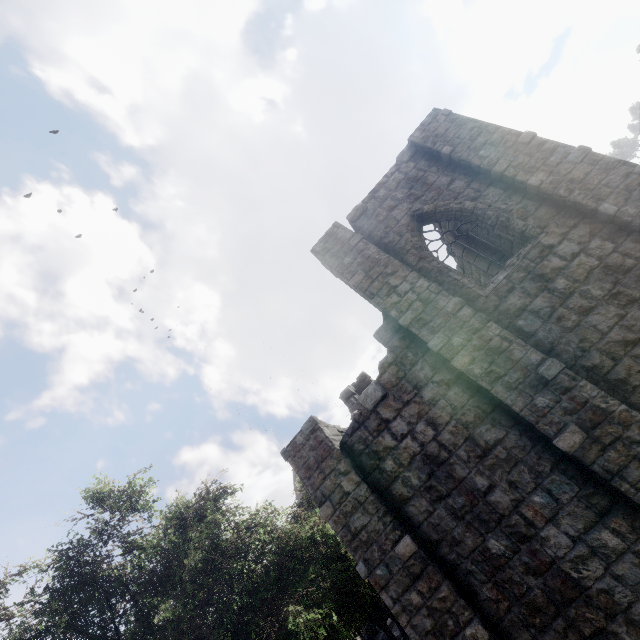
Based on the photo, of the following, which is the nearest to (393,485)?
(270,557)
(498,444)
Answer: (498,444)
